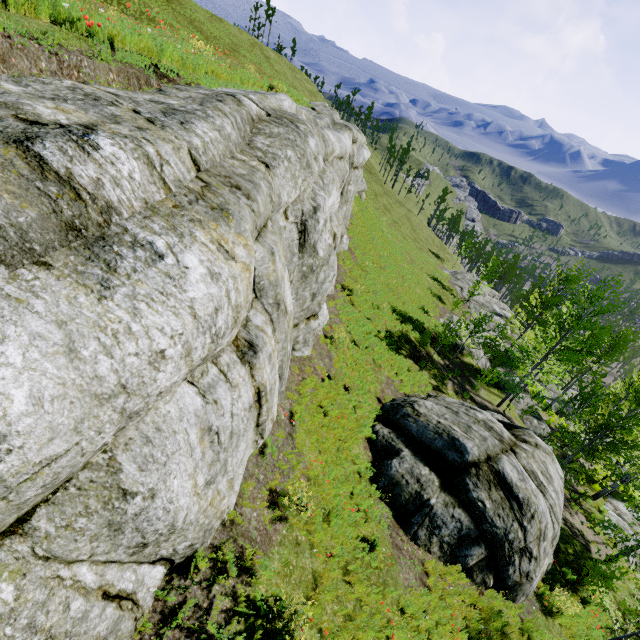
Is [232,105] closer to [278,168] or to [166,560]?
[278,168]

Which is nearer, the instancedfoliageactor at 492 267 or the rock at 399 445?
the rock at 399 445

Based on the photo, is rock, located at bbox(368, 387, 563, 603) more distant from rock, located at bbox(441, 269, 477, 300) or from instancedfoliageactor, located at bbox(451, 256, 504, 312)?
instancedfoliageactor, located at bbox(451, 256, 504, 312)

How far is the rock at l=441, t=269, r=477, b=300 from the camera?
40.9m

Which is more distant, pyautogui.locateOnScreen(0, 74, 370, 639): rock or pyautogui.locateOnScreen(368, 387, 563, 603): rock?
pyautogui.locateOnScreen(368, 387, 563, 603): rock

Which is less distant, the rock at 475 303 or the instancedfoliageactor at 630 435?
the instancedfoliageactor at 630 435
